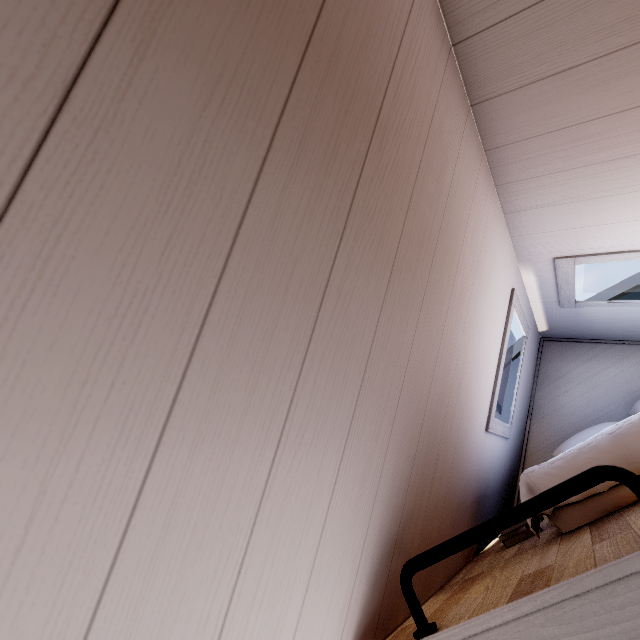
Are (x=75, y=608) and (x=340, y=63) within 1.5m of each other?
yes

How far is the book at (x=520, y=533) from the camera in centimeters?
171cm

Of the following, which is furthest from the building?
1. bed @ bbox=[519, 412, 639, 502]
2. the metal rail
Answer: the metal rail

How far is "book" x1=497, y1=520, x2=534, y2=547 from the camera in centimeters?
171cm

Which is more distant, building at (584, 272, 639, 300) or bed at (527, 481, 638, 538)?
building at (584, 272, 639, 300)

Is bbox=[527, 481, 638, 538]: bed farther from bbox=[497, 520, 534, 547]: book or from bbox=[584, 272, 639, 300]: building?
→ bbox=[584, 272, 639, 300]: building

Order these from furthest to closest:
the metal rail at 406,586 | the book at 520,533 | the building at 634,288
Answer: the building at 634,288 → the book at 520,533 → the metal rail at 406,586

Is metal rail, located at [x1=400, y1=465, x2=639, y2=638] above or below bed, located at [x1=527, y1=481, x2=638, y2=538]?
above
